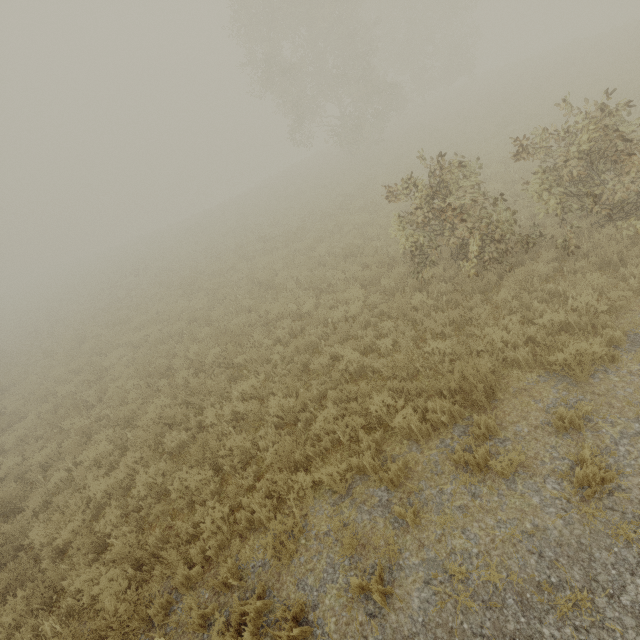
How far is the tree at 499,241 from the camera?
6.8m

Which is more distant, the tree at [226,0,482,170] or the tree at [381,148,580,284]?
the tree at [226,0,482,170]

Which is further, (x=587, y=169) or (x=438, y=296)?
(x=438, y=296)

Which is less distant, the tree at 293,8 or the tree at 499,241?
the tree at 499,241

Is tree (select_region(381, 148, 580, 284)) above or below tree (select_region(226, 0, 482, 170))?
below

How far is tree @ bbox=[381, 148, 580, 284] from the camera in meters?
6.8 m
